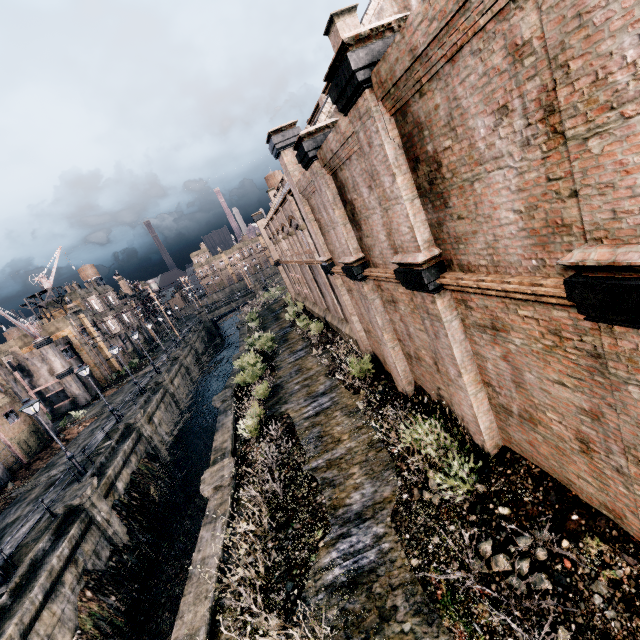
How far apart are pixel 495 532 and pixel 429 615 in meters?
2.3 m

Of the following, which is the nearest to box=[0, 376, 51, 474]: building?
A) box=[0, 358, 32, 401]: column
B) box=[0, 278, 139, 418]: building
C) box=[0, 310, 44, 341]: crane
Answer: box=[0, 358, 32, 401]: column

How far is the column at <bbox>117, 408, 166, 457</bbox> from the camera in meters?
25.1 m

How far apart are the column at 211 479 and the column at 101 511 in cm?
762

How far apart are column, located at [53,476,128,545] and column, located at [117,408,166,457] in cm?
700

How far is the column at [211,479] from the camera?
13.4 meters

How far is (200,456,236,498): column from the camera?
13.37m

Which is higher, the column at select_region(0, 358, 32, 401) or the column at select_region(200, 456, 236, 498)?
the column at select_region(0, 358, 32, 401)
